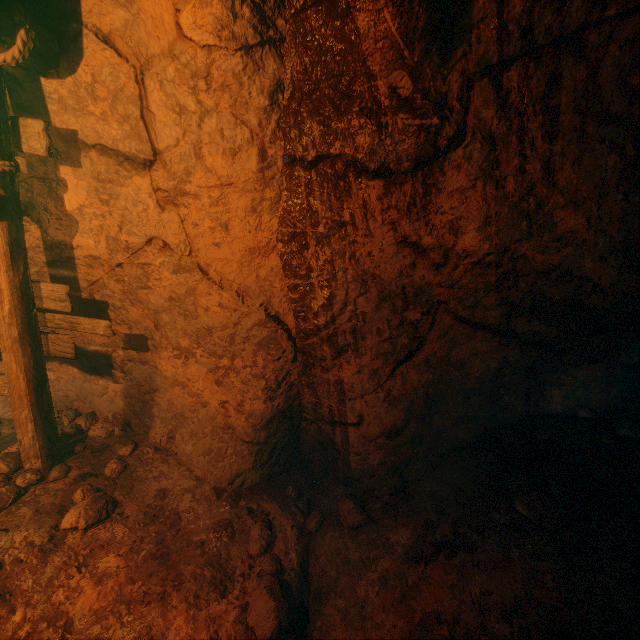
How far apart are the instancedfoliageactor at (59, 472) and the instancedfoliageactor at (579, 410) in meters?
5.9 m

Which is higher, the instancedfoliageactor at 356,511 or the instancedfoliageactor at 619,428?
the instancedfoliageactor at 356,511

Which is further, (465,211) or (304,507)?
(304,507)

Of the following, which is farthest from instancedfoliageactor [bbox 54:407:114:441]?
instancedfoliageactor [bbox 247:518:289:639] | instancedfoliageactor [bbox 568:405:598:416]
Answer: instancedfoliageactor [bbox 568:405:598:416]

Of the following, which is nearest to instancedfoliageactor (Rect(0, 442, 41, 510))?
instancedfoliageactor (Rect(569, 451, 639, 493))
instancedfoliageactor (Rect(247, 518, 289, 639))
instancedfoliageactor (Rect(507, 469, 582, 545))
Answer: instancedfoliageactor (Rect(247, 518, 289, 639))

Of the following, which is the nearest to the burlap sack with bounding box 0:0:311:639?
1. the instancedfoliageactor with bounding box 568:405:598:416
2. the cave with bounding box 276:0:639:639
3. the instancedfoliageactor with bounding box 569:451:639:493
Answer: the cave with bounding box 276:0:639:639

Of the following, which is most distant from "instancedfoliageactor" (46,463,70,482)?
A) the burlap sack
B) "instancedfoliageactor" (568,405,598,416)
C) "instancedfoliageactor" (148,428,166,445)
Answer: "instancedfoliageactor" (568,405,598,416)

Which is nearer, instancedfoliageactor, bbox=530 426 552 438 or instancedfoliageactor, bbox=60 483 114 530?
instancedfoliageactor, bbox=60 483 114 530
